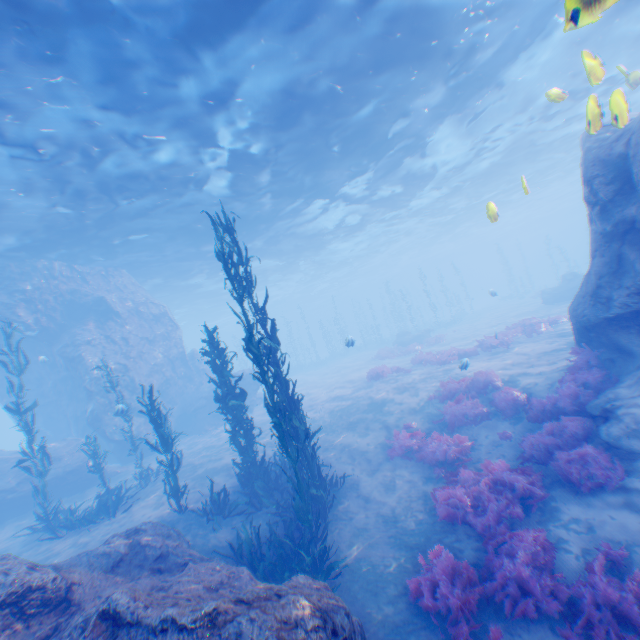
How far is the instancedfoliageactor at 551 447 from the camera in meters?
7.0

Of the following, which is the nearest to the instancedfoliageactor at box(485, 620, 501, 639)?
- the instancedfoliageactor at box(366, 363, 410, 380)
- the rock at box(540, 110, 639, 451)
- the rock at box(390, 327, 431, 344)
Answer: the rock at box(540, 110, 639, 451)

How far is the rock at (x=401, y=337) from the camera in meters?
32.0

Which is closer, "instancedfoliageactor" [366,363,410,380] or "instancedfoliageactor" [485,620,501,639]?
"instancedfoliageactor" [485,620,501,639]

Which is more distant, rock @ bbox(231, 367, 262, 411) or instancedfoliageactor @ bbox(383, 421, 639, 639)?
rock @ bbox(231, 367, 262, 411)

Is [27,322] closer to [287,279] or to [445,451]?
[445,451]

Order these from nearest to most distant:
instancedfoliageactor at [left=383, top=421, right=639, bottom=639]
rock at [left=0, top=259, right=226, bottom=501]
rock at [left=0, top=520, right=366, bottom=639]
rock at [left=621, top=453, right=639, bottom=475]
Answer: rock at [left=0, top=520, right=366, bottom=639] < instancedfoliageactor at [left=383, top=421, right=639, bottom=639] < rock at [left=621, top=453, right=639, bottom=475] < rock at [left=0, top=259, right=226, bottom=501]

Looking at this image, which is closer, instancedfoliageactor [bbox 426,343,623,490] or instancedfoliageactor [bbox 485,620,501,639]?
instancedfoliageactor [bbox 485,620,501,639]
